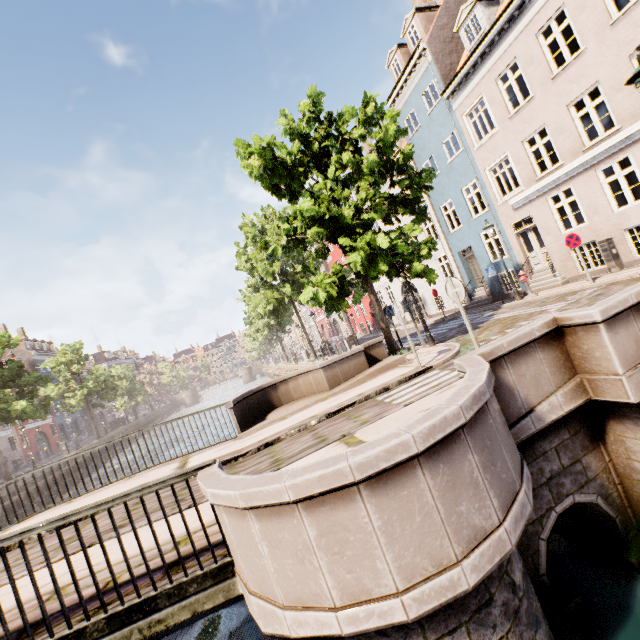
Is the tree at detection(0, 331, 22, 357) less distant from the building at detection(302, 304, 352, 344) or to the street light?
the street light

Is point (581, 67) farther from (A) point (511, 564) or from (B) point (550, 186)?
(A) point (511, 564)

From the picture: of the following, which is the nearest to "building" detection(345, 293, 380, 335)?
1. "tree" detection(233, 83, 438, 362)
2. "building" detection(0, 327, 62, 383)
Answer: "tree" detection(233, 83, 438, 362)

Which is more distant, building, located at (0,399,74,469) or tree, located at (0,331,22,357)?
building, located at (0,399,74,469)

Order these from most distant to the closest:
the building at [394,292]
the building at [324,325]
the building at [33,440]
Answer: the building at [324,325], the building at [33,440], the building at [394,292]

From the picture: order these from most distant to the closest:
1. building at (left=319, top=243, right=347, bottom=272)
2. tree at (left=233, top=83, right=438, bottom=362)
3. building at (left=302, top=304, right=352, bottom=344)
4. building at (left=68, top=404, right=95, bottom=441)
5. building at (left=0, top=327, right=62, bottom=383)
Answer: building at (left=68, top=404, right=95, bottom=441)
building at (left=0, top=327, right=62, bottom=383)
building at (left=302, top=304, right=352, bottom=344)
building at (left=319, top=243, right=347, bottom=272)
tree at (left=233, top=83, right=438, bottom=362)

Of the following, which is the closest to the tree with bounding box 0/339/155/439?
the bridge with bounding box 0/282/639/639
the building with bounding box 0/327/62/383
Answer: the bridge with bounding box 0/282/639/639

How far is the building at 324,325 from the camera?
42.03m
